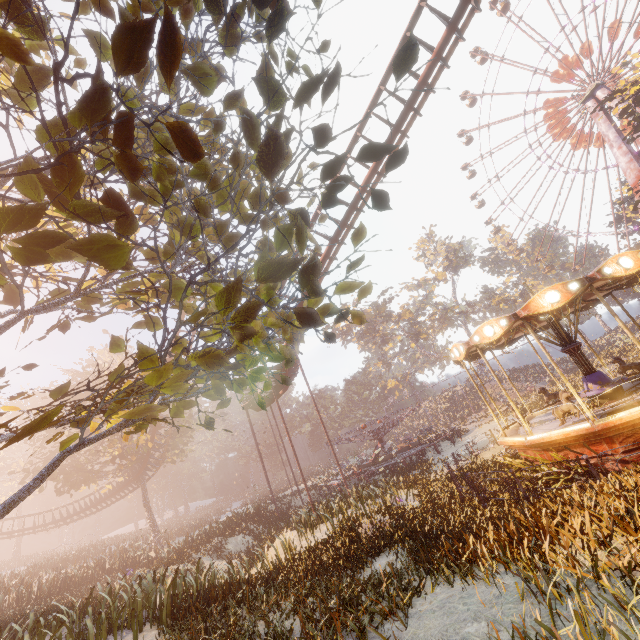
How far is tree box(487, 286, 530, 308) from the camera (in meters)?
52.60

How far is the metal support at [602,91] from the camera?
35.1m

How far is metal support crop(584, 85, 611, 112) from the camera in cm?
3510

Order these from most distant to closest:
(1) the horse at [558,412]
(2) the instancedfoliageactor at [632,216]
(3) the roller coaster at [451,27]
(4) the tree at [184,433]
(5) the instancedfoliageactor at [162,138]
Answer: (2) the instancedfoliageactor at [632,216], (4) the tree at [184,433], (3) the roller coaster at [451,27], (1) the horse at [558,412], (5) the instancedfoliageactor at [162,138]

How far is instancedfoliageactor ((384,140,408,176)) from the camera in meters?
1.9

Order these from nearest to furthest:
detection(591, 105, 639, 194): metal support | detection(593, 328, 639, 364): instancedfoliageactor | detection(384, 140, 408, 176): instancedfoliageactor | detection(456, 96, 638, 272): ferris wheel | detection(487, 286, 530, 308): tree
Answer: detection(384, 140, 408, 176): instancedfoliageactor, detection(593, 328, 639, 364): instancedfoliageactor, detection(591, 105, 639, 194): metal support, detection(456, 96, 638, 272): ferris wheel, detection(487, 286, 530, 308): tree

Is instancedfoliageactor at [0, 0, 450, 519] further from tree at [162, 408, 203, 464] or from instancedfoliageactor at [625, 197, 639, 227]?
tree at [162, 408, 203, 464]

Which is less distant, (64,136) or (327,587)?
(64,136)
